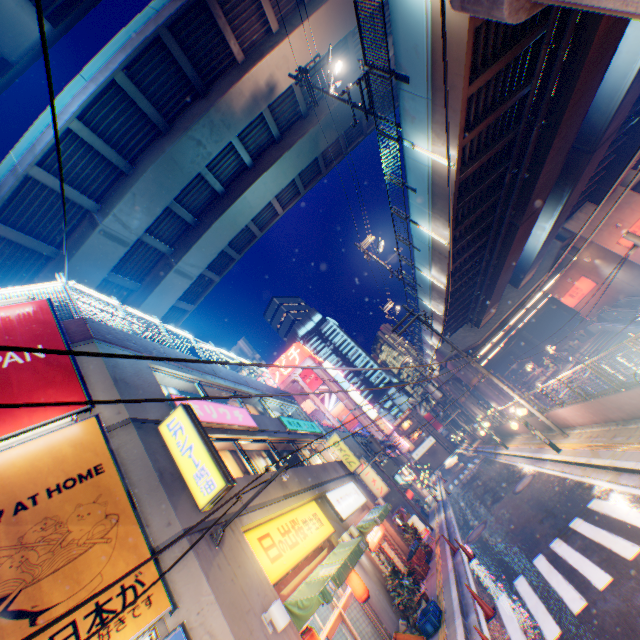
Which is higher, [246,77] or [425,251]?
[246,77]

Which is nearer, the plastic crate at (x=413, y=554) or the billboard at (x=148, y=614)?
the billboard at (x=148, y=614)

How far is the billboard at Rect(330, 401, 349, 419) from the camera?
53.8 meters

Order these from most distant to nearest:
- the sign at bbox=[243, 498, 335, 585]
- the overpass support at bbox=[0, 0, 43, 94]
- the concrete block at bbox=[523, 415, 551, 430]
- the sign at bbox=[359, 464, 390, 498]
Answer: the sign at bbox=[359, 464, 390, 498] → the concrete block at bbox=[523, 415, 551, 430] → the overpass support at bbox=[0, 0, 43, 94] → the sign at bbox=[243, 498, 335, 585]

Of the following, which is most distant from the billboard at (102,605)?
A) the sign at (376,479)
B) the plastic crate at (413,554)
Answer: the sign at (376,479)

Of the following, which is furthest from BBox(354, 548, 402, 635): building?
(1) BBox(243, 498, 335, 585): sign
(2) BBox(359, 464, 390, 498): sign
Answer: (2) BBox(359, 464, 390, 498): sign

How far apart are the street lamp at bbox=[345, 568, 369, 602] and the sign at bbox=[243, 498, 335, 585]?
1.0m

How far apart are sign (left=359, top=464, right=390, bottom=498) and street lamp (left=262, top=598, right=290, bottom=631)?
22.4m
